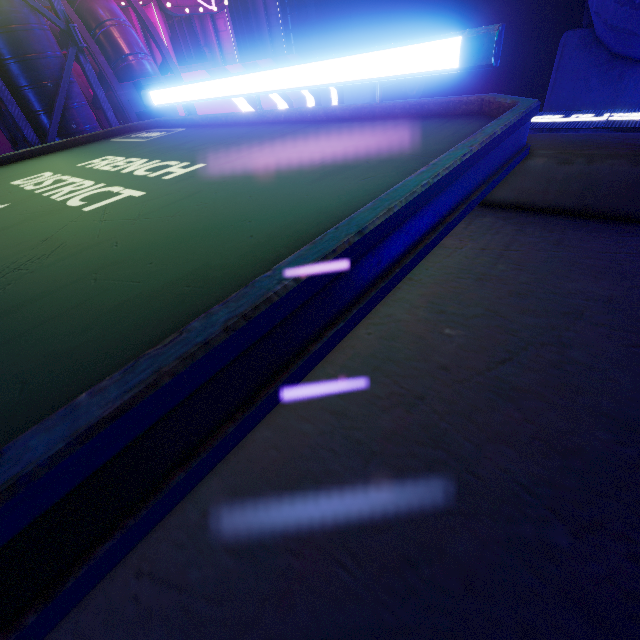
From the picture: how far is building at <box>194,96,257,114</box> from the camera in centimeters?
1645cm

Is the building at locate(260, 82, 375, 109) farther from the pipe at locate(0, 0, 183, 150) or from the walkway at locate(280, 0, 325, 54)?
the walkway at locate(280, 0, 325, 54)

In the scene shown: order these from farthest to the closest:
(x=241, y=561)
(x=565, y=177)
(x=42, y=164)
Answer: (x=42, y=164), (x=565, y=177), (x=241, y=561)

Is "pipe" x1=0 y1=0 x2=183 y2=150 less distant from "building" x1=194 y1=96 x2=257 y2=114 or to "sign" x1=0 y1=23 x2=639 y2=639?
"building" x1=194 y1=96 x2=257 y2=114

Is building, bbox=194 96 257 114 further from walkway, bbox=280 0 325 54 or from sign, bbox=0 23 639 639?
sign, bbox=0 23 639 639

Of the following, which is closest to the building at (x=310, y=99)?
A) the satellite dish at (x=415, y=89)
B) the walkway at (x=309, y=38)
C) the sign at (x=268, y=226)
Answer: the walkway at (x=309, y=38)

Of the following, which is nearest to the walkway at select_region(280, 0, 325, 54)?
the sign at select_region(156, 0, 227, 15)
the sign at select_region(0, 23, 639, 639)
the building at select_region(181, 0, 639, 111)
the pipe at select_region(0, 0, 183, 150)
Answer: the pipe at select_region(0, 0, 183, 150)

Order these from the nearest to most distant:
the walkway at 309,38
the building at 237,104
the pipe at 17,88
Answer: the pipe at 17,88 < the building at 237,104 < the walkway at 309,38
